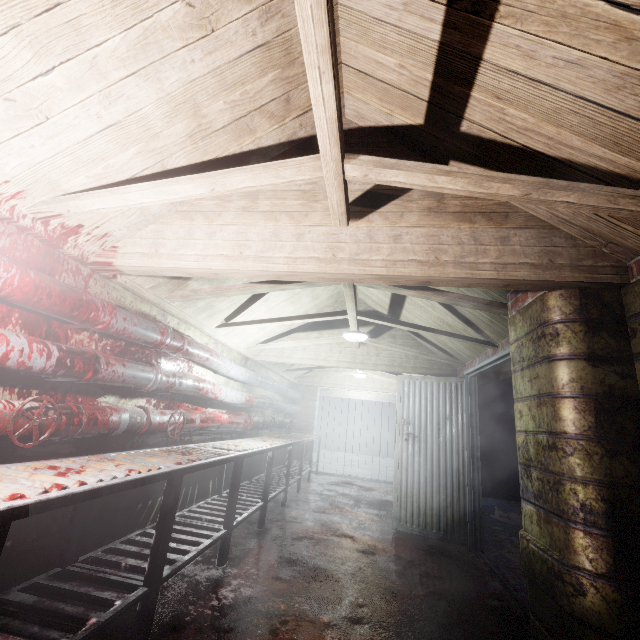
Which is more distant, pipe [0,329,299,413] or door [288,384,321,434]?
door [288,384,321,434]

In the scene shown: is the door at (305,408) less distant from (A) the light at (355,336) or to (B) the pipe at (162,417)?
(B) the pipe at (162,417)

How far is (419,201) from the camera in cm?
187

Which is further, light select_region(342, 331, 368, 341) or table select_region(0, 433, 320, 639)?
light select_region(342, 331, 368, 341)

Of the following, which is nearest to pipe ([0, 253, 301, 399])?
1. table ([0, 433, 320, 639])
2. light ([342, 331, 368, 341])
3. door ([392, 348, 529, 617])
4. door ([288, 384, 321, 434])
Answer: door ([288, 384, 321, 434])

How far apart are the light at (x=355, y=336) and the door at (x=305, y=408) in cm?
405

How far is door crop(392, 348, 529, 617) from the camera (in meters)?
3.60

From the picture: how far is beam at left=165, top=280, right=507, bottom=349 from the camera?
2.4 meters
